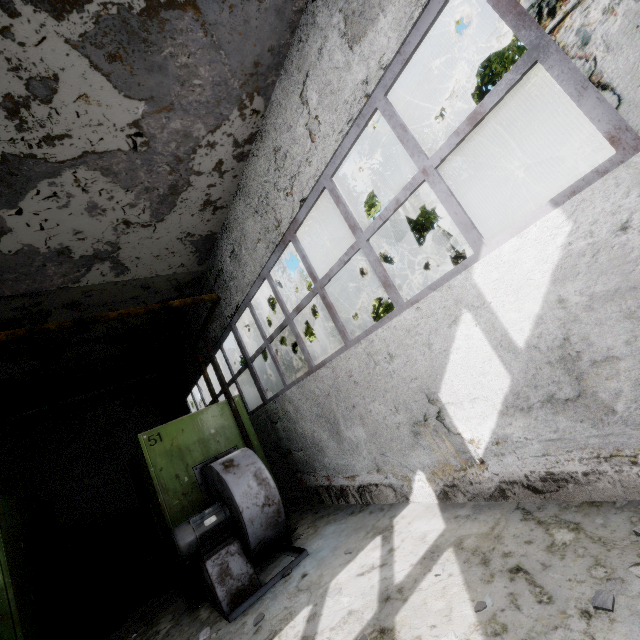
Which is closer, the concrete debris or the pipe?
the concrete debris

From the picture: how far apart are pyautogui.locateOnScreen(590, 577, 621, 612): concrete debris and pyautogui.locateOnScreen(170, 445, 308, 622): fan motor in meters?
4.0

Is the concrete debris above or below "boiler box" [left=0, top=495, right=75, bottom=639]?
below

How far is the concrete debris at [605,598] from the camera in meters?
2.1

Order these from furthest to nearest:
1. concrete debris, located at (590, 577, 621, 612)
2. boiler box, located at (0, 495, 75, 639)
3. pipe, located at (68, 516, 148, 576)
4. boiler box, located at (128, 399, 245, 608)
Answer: pipe, located at (68, 516, 148, 576) → boiler box, located at (128, 399, 245, 608) → boiler box, located at (0, 495, 75, 639) → concrete debris, located at (590, 577, 621, 612)

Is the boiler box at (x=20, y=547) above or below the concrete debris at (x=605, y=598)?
above

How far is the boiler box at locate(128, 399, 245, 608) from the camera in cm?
557

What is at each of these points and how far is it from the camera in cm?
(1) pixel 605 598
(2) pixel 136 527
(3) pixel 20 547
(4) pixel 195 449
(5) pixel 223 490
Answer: (1) concrete debris, 216
(2) pipe, 1175
(3) boiler box, 520
(4) boiler box, 619
(5) fan motor, 519
